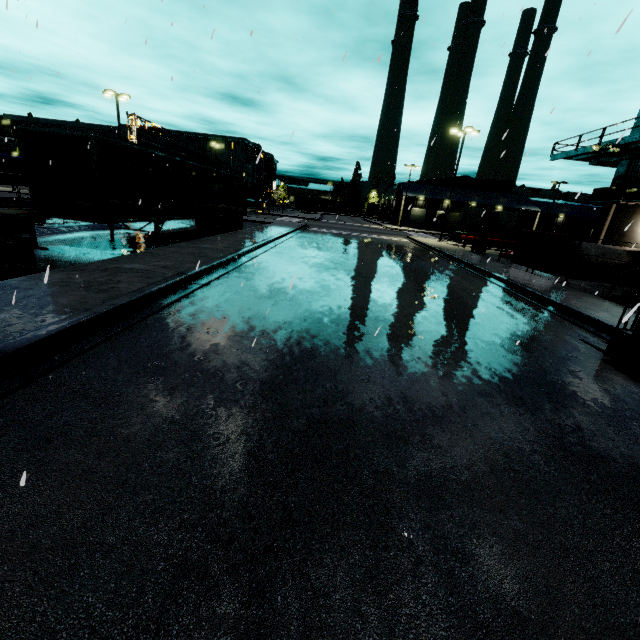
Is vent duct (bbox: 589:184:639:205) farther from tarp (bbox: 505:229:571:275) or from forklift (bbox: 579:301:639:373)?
forklift (bbox: 579:301:639:373)

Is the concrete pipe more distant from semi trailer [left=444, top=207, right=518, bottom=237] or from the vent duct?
semi trailer [left=444, top=207, right=518, bottom=237]

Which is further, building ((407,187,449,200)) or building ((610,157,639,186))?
building ((407,187,449,200))

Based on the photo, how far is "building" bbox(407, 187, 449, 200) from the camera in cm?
5659

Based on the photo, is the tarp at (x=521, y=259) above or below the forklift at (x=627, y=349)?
above

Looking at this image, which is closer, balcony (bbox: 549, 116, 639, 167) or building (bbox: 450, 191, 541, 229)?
balcony (bbox: 549, 116, 639, 167)

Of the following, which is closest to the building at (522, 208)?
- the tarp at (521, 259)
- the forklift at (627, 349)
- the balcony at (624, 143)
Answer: the balcony at (624, 143)

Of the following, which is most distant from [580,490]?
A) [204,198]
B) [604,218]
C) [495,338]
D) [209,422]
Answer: [604,218]
